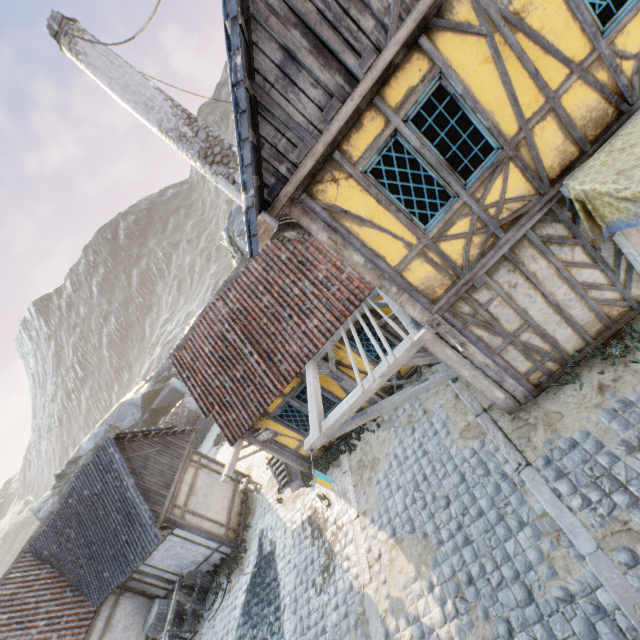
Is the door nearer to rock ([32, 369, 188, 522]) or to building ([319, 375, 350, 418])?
building ([319, 375, 350, 418])

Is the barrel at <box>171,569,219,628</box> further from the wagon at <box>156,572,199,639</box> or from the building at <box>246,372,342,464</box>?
the building at <box>246,372,342,464</box>

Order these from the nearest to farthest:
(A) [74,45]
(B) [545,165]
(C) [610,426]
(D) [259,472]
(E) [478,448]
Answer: (B) [545,165], (C) [610,426], (E) [478,448], (A) [74,45], (D) [259,472]

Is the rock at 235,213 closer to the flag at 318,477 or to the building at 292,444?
the building at 292,444

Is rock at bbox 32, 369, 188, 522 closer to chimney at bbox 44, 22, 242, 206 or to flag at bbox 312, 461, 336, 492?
chimney at bbox 44, 22, 242, 206

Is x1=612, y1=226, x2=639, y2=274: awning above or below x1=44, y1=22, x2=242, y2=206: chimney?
below

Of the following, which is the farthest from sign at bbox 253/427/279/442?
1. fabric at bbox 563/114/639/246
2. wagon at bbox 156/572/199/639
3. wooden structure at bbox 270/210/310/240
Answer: fabric at bbox 563/114/639/246

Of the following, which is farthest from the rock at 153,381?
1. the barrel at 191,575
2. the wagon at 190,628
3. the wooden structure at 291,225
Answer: the wooden structure at 291,225
